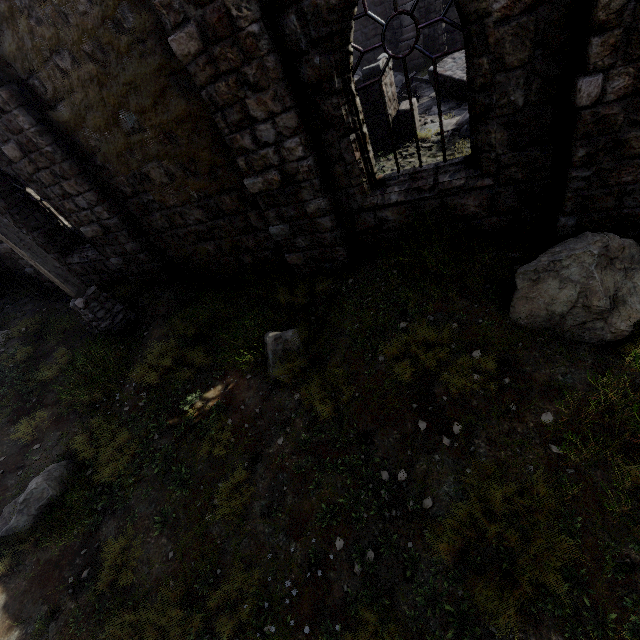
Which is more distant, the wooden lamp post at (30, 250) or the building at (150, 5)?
the wooden lamp post at (30, 250)

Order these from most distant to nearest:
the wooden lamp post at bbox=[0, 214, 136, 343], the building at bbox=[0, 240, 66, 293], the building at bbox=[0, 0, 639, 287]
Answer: the building at bbox=[0, 240, 66, 293]
the wooden lamp post at bbox=[0, 214, 136, 343]
the building at bbox=[0, 0, 639, 287]

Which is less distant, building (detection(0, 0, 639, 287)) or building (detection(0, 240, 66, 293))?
building (detection(0, 0, 639, 287))

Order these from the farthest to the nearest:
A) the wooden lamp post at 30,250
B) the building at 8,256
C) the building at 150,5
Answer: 1. the building at 8,256
2. the wooden lamp post at 30,250
3. the building at 150,5

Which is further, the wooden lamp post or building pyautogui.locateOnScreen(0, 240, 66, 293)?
building pyautogui.locateOnScreen(0, 240, 66, 293)

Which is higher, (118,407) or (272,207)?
(272,207)
